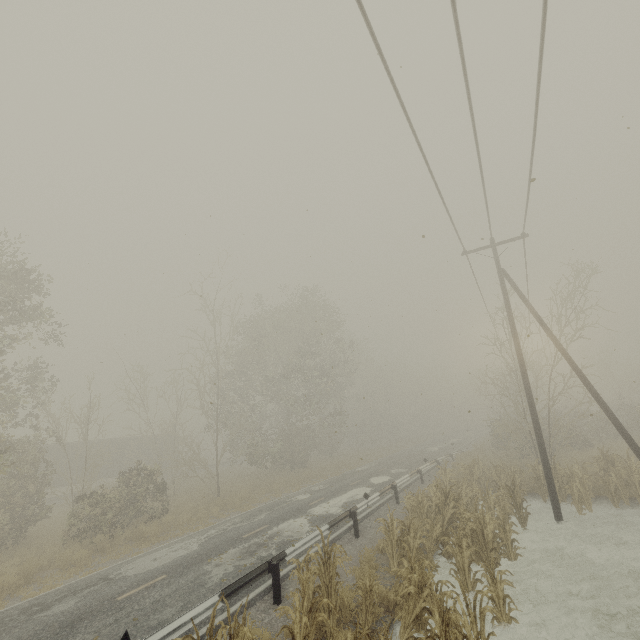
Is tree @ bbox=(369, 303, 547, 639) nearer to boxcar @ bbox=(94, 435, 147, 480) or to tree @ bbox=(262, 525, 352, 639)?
tree @ bbox=(262, 525, 352, 639)

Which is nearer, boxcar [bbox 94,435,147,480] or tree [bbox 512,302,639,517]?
tree [bbox 512,302,639,517]

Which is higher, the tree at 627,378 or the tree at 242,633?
the tree at 627,378

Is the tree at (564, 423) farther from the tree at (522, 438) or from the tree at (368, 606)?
the tree at (368, 606)

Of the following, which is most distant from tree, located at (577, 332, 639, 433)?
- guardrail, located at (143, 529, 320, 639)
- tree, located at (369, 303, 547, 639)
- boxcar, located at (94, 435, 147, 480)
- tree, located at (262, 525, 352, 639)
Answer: boxcar, located at (94, 435, 147, 480)

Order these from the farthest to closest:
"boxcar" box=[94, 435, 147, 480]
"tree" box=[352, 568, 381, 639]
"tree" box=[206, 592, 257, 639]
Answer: "boxcar" box=[94, 435, 147, 480] < "tree" box=[352, 568, 381, 639] < "tree" box=[206, 592, 257, 639]

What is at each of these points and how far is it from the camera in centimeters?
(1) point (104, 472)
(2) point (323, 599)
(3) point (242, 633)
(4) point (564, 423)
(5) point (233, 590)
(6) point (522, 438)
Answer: (1) boxcar, 3262cm
(2) tree, 563cm
(3) tree, 479cm
(4) tree, 2661cm
(5) guardrail, 773cm
(6) tree, 2516cm
